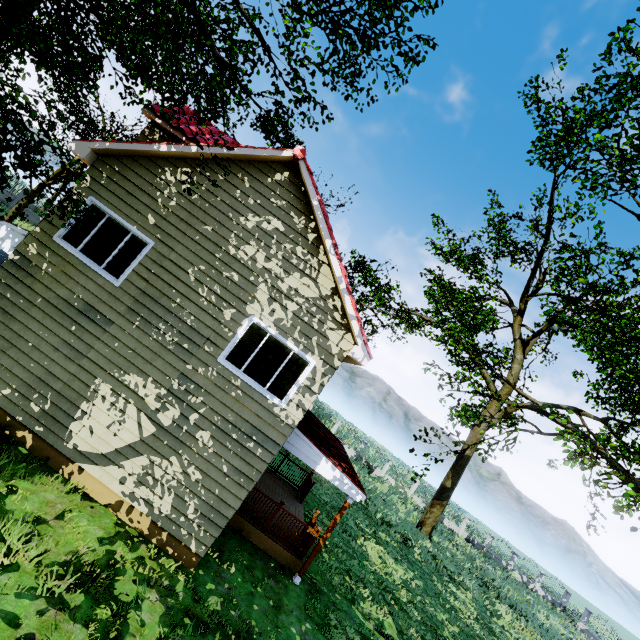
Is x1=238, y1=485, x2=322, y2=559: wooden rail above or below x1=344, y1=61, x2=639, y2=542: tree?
below

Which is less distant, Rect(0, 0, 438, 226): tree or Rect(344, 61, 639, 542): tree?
Rect(0, 0, 438, 226): tree

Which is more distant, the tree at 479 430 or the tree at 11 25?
the tree at 479 430

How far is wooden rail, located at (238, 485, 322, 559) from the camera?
9.9 meters

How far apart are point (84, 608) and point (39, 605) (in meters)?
0.67

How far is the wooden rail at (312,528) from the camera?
9.9m

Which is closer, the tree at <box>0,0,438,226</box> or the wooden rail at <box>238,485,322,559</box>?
the tree at <box>0,0,438,226</box>
